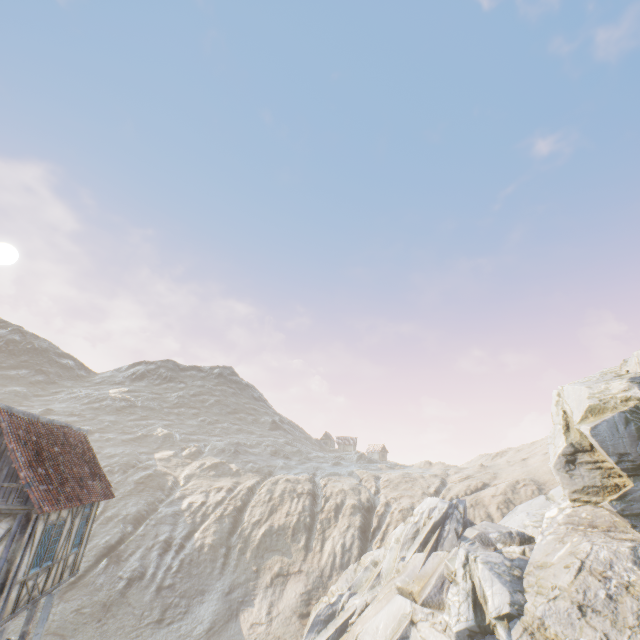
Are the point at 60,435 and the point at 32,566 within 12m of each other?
yes

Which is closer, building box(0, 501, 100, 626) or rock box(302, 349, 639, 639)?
building box(0, 501, 100, 626)

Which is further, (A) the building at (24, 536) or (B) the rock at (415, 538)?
(B) the rock at (415, 538)
